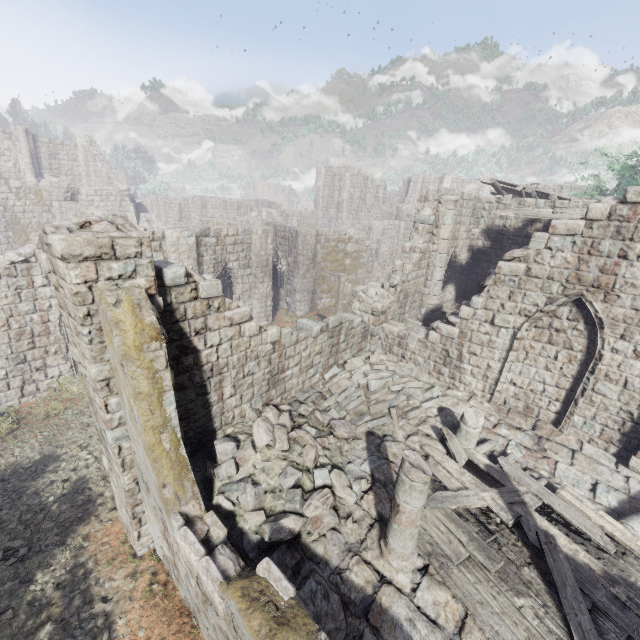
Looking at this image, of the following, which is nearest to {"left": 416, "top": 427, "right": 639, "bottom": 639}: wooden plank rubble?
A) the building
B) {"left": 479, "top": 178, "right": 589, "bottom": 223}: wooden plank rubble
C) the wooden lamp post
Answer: the building

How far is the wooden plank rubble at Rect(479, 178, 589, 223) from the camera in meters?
12.5

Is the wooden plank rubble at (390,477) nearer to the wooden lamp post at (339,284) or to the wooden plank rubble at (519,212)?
the wooden lamp post at (339,284)

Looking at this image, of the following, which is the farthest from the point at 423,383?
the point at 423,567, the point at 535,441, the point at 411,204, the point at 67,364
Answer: the point at 411,204

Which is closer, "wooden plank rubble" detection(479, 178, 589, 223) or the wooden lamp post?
"wooden plank rubble" detection(479, 178, 589, 223)

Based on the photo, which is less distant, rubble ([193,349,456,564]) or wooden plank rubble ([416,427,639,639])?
wooden plank rubble ([416,427,639,639])

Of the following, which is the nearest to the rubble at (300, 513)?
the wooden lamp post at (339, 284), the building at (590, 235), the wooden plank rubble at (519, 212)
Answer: the building at (590, 235)

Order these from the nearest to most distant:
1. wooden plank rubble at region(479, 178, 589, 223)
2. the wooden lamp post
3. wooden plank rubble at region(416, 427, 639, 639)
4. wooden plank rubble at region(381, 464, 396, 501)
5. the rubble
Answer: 1. wooden plank rubble at region(416, 427, 639, 639)
2. the rubble
3. wooden plank rubble at region(381, 464, 396, 501)
4. wooden plank rubble at region(479, 178, 589, 223)
5. the wooden lamp post
